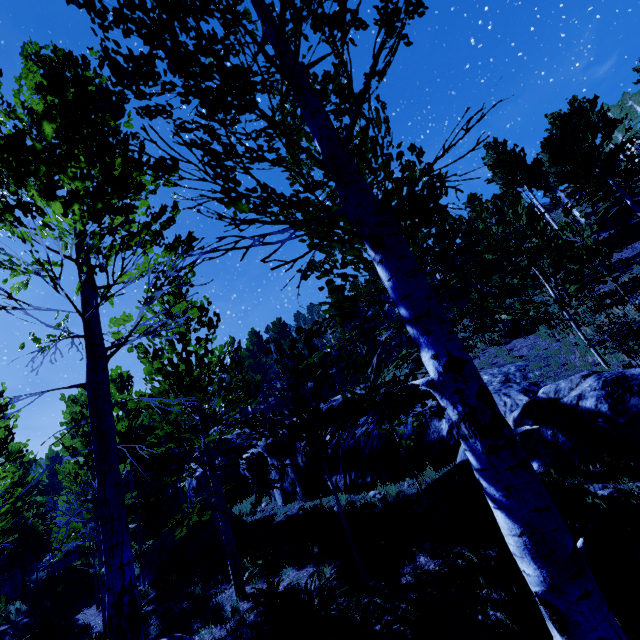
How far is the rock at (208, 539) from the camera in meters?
11.4 m

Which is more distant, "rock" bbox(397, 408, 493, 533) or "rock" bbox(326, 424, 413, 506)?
"rock" bbox(326, 424, 413, 506)

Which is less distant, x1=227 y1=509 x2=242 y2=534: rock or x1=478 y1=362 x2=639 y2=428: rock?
x1=478 y1=362 x2=639 y2=428: rock

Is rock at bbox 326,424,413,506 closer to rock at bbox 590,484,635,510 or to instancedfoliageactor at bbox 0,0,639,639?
instancedfoliageactor at bbox 0,0,639,639

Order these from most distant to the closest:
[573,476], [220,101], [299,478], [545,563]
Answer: [299,478]
[573,476]
[220,101]
[545,563]

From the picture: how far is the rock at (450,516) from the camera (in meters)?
6.25

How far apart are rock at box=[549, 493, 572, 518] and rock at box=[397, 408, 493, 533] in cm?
46
